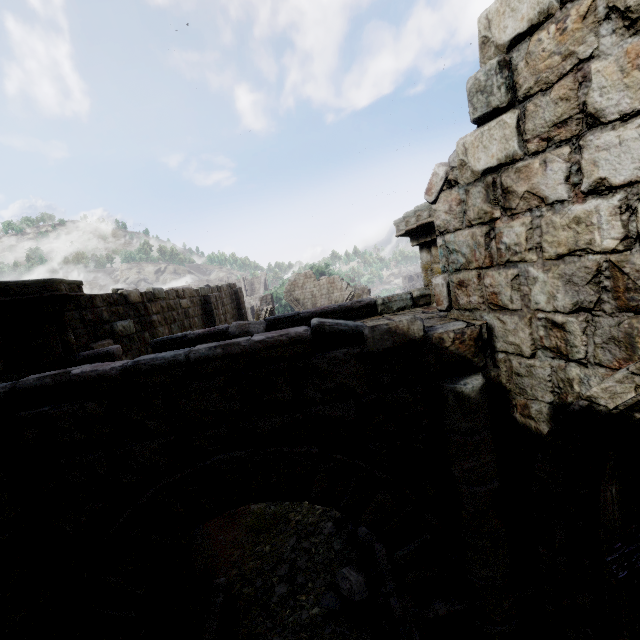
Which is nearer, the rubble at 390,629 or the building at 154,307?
the rubble at 390,629

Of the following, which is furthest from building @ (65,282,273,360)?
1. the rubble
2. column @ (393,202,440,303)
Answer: the rubble

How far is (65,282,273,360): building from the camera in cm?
733

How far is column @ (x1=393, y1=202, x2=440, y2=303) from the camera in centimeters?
386cm

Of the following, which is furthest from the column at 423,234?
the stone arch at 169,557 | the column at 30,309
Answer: the column at 30,309

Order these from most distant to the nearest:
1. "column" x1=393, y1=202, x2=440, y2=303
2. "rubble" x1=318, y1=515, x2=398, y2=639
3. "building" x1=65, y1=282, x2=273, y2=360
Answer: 1. "building" x1=65, y1=282, x2=273, y2=360
2. "rubble" x1=318, y1=515, x2=398, y2=639
3. "column" x1=393, y1=202, x2=440, y2=303

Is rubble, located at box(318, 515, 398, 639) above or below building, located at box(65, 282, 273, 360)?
below

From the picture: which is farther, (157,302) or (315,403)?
(157,302)
